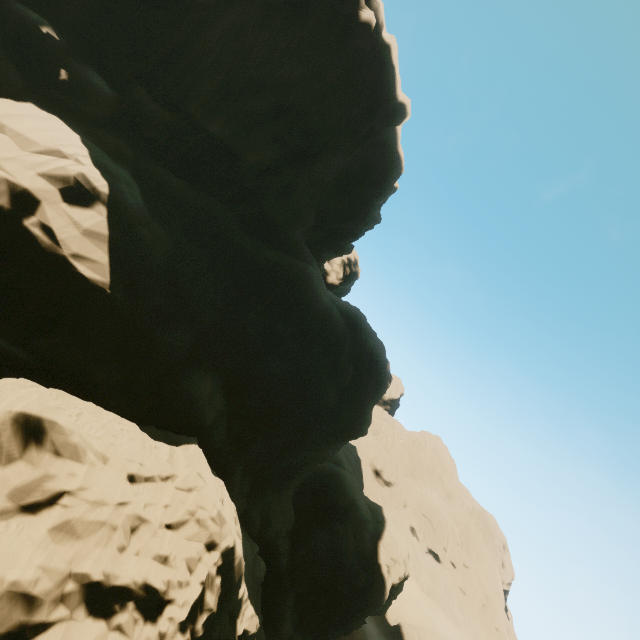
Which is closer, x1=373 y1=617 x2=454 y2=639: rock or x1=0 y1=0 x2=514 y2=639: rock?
x1=0 y1=0 x2=514 y2=639: rock

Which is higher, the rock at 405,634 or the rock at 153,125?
the rock at 153,125

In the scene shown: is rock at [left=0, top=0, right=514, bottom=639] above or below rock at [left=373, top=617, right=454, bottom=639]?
above

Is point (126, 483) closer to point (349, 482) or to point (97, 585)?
point (97, 585)

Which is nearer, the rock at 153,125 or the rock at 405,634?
the rock at 153,125
